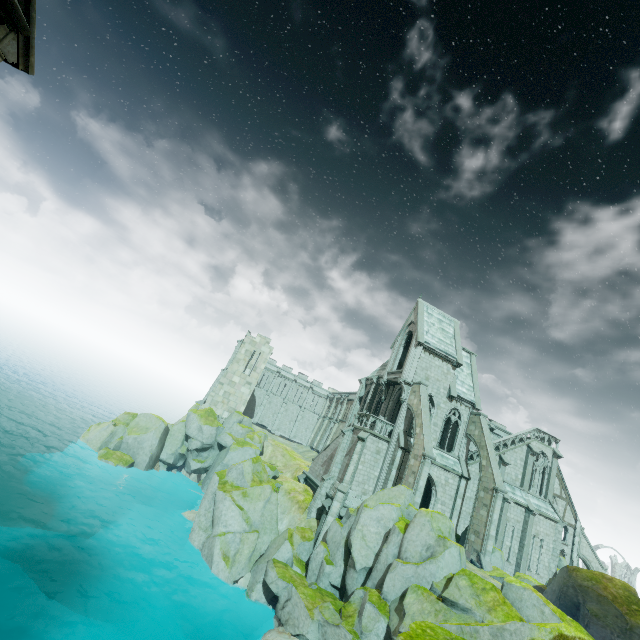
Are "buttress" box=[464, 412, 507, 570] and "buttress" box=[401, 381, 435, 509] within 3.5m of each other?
no

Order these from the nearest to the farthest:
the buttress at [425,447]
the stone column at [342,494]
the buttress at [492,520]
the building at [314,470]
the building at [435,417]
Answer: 1. the buttress at [425,447]
2. the buttress at [492,520]
3. the stone column at [342,494]
4. the building at [435,417]
5. the building at [314,470]

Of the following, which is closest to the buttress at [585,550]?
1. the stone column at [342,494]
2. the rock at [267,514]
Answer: the rock at [267,514]

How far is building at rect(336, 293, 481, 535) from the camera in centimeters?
2792cm

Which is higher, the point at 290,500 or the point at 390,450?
the point at 390,450

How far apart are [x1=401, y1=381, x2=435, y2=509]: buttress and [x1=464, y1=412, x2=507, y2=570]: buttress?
→ 5.9m

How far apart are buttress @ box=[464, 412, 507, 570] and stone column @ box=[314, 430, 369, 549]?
Answer: 9.7 meters

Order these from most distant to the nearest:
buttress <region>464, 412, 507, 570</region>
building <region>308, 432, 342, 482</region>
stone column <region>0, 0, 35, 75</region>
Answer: building <region>308, 432, 342, 482</region> → buttress <region>464, 412, 507, 570</region> → stone column <region>0, 0, 35, 75</region>
